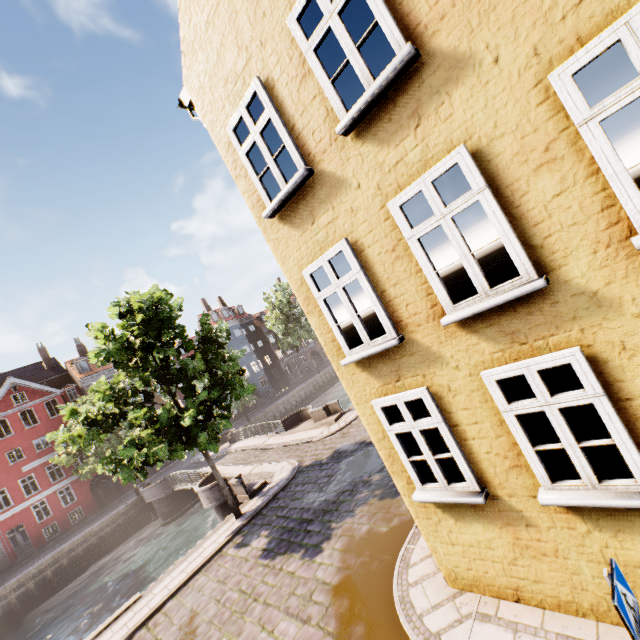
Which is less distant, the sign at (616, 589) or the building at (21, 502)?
the sign at (616, 589)

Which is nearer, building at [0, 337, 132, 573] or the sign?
the sign

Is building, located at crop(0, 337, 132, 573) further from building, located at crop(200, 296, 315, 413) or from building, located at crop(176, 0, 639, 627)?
building, located at crop(176, 0, 639, 627)

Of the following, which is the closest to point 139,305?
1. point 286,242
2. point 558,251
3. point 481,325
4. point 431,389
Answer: point 286,242

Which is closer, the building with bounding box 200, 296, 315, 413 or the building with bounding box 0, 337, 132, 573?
the building with bounding box 0, 337, 132, 573

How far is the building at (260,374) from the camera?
49.81m

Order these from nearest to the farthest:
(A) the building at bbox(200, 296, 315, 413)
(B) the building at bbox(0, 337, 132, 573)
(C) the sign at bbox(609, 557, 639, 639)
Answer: (C) the sign at bbox(609, 557, 639, 639)
(B) the building at bbox(0, 337, 132, 573)
(A) the building at bbox(200, 296, 315, 413)

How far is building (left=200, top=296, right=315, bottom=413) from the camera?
49.81m
